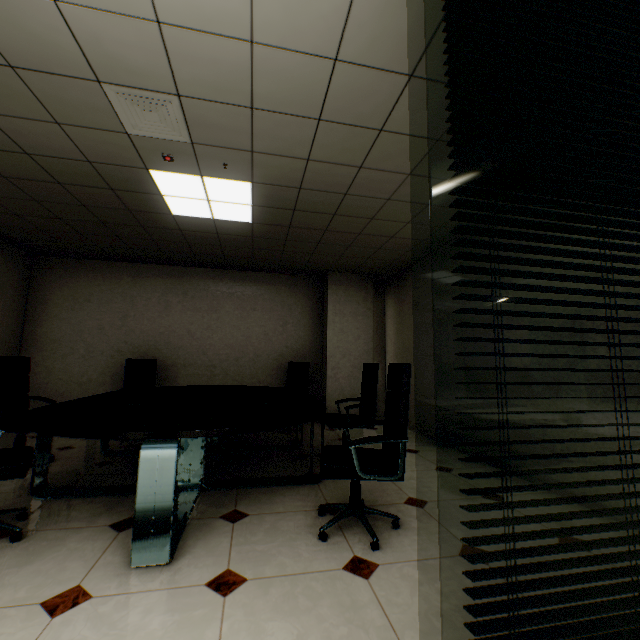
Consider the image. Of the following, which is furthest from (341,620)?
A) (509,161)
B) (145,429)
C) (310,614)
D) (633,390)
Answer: (633,390)

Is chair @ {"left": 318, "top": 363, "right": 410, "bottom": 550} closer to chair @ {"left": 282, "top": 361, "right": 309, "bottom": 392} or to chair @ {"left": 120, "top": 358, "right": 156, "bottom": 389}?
chair @ {"left": 282, "top": 361, "right": 309, "bottom": 392}

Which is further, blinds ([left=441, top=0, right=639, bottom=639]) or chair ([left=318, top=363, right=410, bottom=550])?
chair ([left=318, top=363, right=410, bottom=550])

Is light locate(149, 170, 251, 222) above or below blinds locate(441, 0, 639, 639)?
above

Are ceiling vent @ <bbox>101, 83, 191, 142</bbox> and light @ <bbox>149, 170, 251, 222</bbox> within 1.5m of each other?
yes

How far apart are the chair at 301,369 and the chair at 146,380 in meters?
1.7 m

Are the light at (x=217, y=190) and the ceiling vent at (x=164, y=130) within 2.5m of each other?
yes

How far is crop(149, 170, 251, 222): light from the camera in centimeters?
328cm
